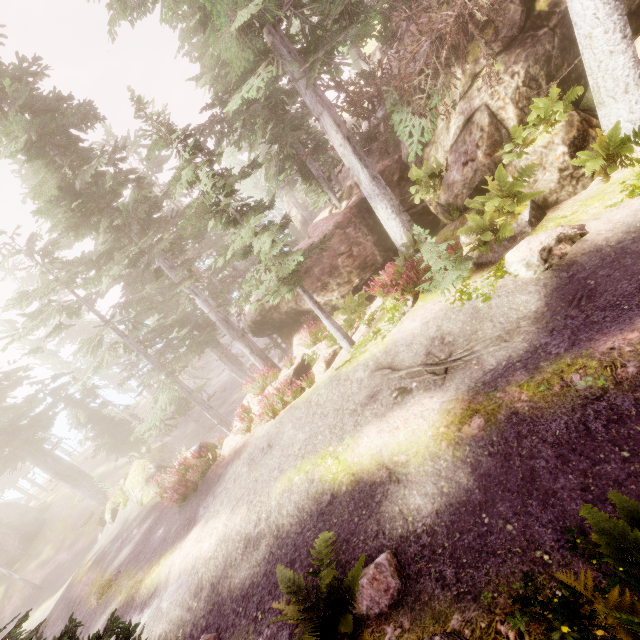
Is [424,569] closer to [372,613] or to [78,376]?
[372,613]

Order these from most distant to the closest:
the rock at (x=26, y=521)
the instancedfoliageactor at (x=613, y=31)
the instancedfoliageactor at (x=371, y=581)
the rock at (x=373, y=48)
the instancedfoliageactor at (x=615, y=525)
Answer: the rock at (x=26, y=521), the rock at (x=373, y=48), the instancedfoliageactor at (x=613, y=31), the instancedfoliageactor at (x=371, y=581), the instancedfoliageactor at (x=615, y=525)

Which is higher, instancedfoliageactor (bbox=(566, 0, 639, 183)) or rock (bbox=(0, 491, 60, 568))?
instancedfoliageactor (bbox=(566, 0, 639, 183))

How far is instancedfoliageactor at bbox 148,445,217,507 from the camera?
12.9 meters

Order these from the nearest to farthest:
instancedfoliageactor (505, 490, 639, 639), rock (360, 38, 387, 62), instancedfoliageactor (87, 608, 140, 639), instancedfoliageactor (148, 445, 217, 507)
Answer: instancedfoliageactor (505, 490, 639, 639)
instancedfoliageactor (87, 608, 140, 639)
instancedfoliageactor (148, 445, 217, 507)
rock (360, 38, 387, 62)

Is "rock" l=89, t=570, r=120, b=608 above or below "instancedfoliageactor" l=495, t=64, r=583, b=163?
below

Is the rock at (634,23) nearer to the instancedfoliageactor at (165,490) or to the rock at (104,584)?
the instancedfoliageactor at (165,490)
